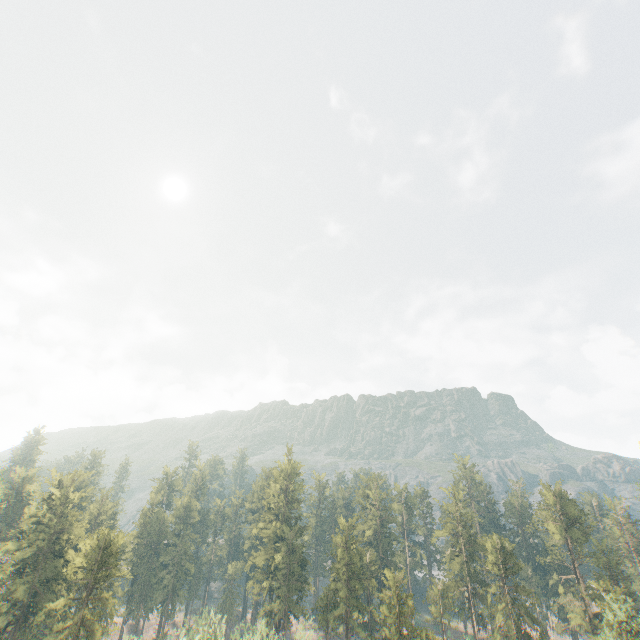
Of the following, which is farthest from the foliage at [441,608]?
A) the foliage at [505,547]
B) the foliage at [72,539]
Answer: the foliage at [72,539]

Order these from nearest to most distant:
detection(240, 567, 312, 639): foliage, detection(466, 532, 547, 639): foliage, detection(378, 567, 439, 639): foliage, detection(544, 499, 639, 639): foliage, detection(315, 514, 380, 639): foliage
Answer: detection(240, 567, 312, 639): foliage < detection(544, 499, 639, 639): foliage < detection(378, 567, 439, 639): foliage < detection(466, 532, 547, 639): foliage < detection(315, 514, 380, 639): foliage

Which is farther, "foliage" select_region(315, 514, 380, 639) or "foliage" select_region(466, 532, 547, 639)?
"foliage" select_region(315, 514, 380, 639)

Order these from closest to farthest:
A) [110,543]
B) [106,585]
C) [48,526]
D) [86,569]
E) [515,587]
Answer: [86,569]
[106,585]
[110,543]
[48,526]
[515,587]

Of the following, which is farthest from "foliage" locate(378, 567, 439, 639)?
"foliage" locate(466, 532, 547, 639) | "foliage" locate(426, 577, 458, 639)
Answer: "foliage" locate(466, 532, 547, 639)

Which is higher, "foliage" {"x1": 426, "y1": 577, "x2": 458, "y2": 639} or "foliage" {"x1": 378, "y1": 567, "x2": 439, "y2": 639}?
"foliage" {"x1": 378, "y1": 567, "x2": 439, "y2": 639}

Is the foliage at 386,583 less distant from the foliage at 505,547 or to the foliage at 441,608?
the foliage at 441,608
